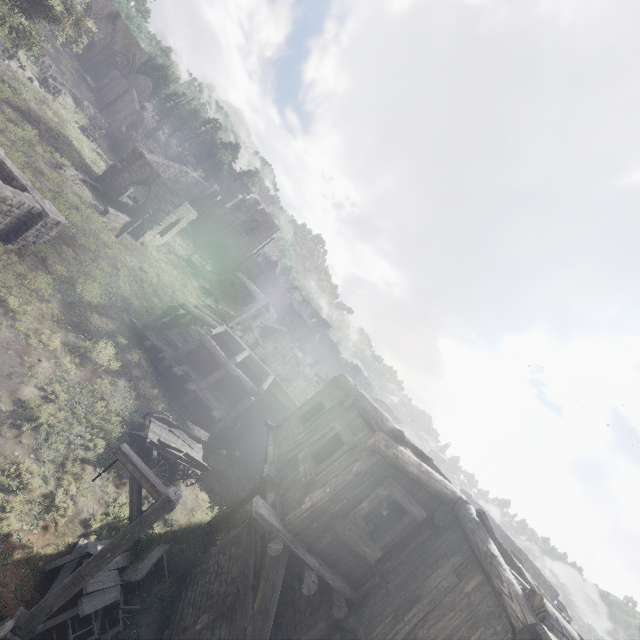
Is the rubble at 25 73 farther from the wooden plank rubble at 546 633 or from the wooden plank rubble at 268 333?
the wooden plank rubble at 546 633

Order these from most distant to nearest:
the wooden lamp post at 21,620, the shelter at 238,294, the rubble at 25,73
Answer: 1. the shelter at 238,294
2. the rubble at 25,73
3. the wooden lamp post at 21,620

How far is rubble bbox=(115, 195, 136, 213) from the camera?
31.4m

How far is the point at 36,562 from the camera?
7.8 meters

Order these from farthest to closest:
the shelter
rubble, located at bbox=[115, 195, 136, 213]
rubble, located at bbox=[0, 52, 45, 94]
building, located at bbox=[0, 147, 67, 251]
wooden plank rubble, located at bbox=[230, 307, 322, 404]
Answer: the shelter
rubble, located at bbox=[115, 195, 136, 213]
rubble, located at bbox=[0, 52, 45, 94]
wooden plank rubble, located at bbox=[230, 307, 322, 404]
building, located at bbox=[0, 147, 67, 251]

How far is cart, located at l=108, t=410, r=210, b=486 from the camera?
12.7m

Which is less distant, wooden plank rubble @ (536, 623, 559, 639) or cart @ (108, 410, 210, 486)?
wooden plank rubble @ (536, 623, 559, 639)

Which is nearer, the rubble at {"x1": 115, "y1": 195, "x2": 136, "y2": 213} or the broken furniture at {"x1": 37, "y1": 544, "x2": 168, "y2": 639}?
the broken furniture at {"x1": 37, "y1": 544, "x2": 168, "y2": 639}
